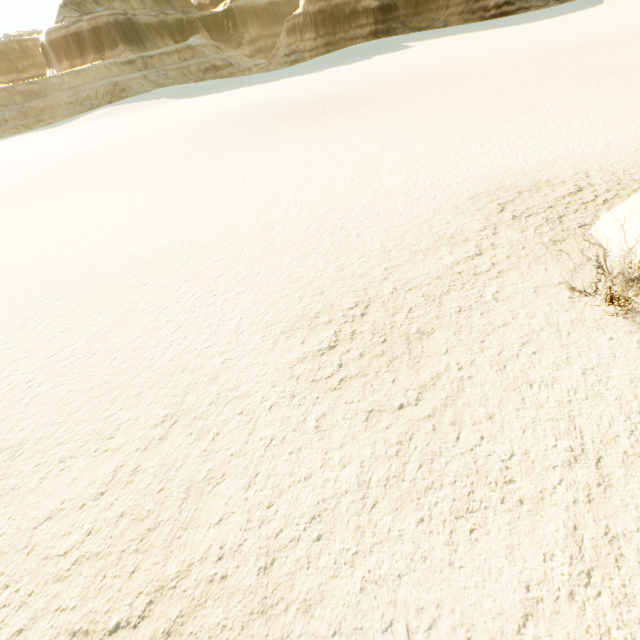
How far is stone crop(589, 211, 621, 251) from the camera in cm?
569

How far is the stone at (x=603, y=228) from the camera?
5.7m

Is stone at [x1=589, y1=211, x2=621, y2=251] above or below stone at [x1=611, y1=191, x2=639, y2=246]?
below

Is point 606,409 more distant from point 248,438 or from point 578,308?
point 248,438

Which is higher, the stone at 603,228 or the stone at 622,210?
the stone at 622,210
